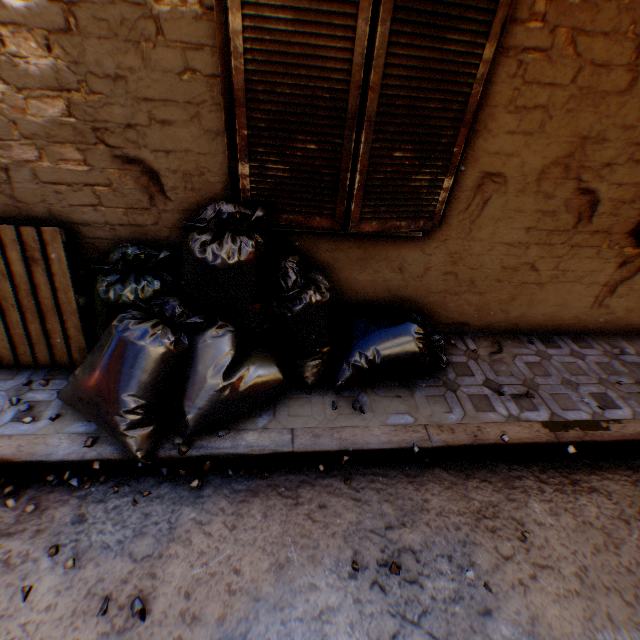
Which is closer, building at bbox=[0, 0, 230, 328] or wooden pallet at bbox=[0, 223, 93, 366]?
building at bbox=[0, 0, 230, 328]

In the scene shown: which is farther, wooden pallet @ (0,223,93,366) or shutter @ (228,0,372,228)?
wooden pallet @ (0,223,93,366)

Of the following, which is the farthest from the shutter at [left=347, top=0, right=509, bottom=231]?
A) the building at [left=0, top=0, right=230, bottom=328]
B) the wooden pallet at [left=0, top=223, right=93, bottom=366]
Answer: the wooden pallet at [left=0, top=223, right=93, bottom=366]

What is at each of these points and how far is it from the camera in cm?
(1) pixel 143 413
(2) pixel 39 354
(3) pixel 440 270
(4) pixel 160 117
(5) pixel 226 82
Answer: (1) trash bag, 221
(2) wooden pallet, 277
(3) building, 319
(4) building, 221
(5) shutter hinge, 212

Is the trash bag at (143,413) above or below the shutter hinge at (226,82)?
below

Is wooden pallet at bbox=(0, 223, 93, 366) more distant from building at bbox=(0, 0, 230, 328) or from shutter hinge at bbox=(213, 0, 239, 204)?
shutter hinge at bbox=(213, 0, 239, 204)

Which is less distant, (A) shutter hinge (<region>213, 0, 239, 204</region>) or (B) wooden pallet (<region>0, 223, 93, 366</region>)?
(A) shutter hinge (<region>213, 0, 239, 204</region>)

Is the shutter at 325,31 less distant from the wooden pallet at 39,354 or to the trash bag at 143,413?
the trash bag at 143,413
